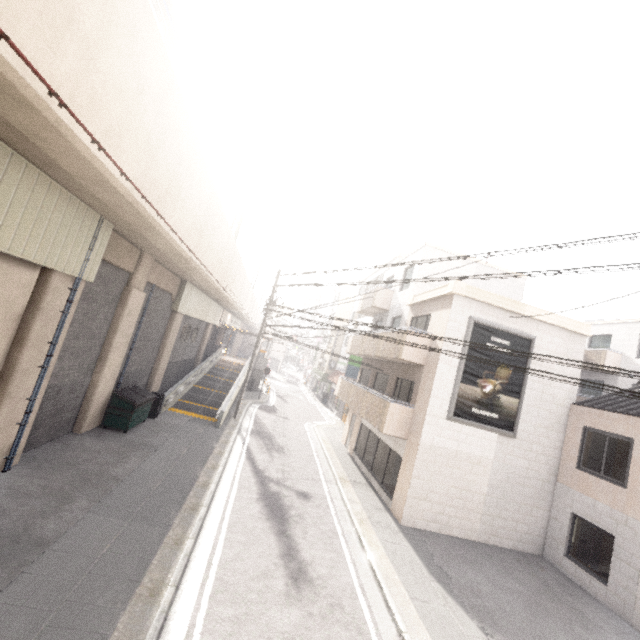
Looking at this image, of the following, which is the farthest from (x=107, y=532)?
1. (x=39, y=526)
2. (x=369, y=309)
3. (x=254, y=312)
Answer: (x=254, y=312)

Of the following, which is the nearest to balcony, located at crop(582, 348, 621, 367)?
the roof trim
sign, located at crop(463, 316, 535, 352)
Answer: the roof trim

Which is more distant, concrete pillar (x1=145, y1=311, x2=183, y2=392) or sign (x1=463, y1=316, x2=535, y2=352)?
concrete pillar (x1=145, y1=311, x2=183, y2=392)

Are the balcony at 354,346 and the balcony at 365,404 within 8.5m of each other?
yes

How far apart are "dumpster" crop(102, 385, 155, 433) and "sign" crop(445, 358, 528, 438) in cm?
1180

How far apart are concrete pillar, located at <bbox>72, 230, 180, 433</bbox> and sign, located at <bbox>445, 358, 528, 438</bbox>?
12.5m

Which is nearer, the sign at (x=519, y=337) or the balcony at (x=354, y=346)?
the sign at (x=519, y=337)

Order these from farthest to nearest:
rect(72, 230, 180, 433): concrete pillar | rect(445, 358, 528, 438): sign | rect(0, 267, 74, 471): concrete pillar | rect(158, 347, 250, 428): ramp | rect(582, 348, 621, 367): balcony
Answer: rect(582, 348, 621, 367): balcony
rect(158, 347, 250, 428): ramp
rect(445, 358, 528, 438): sign
rect(72, 230, 180, 433): concrete pillar
rect(0, 267, 74, 471): concrete pillar
